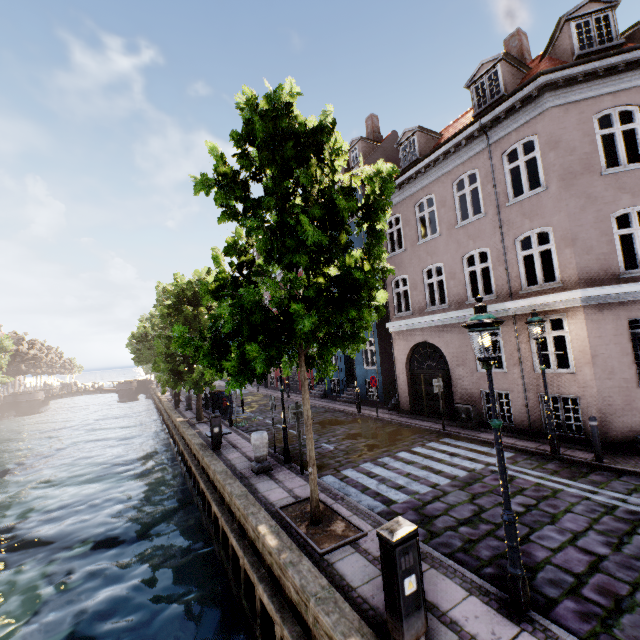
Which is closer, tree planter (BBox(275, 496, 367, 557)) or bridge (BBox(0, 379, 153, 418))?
tree planter (BBox(275, 496, 367, 557))

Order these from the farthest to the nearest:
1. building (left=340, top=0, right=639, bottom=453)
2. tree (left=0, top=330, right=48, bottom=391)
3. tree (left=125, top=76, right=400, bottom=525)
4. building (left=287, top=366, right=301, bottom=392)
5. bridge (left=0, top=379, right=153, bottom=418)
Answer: bridge (left=0, top=379, right=153, bottom=418) → tree (left=0, top=330, right=48, bottom=391) → building (left=287, top=366, right=301, bottom=392) → building (left=340, top=0, right=639, bottom=453) → tree (left=125, top=76, right=400, bottom=525)

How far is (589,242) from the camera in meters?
9.2

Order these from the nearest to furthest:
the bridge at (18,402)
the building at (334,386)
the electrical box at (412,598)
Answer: the electrical box at (412,598) < the building at (334,386) < the bridge at (18,402)

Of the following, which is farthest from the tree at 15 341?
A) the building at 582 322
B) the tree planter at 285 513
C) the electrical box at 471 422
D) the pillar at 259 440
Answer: the electrical box at 471 422

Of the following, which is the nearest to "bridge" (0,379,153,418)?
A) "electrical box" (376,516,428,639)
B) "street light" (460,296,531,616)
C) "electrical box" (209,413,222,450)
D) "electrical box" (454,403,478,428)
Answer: "street light" (460,296,531,616)

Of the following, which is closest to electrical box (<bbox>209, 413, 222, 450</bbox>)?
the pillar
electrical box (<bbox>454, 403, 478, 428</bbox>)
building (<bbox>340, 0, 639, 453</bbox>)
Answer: the pillar

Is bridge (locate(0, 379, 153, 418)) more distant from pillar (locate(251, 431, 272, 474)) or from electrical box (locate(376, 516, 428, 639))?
electrical box (locate(376, 516, 428, 639))
